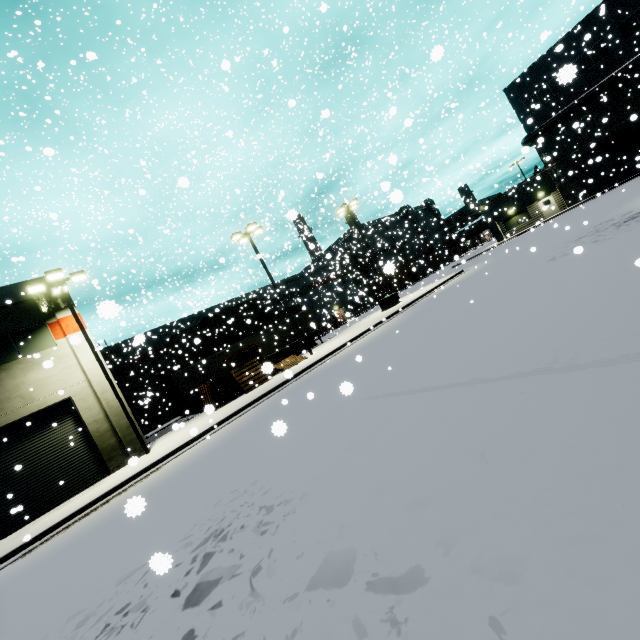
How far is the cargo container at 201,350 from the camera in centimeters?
3050cm

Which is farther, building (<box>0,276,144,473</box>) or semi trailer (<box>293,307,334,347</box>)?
semi trailer (<box>293,307,334,347</box>)

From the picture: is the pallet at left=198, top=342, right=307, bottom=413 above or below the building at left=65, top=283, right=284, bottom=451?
below

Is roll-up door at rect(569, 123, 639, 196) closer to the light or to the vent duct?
the light

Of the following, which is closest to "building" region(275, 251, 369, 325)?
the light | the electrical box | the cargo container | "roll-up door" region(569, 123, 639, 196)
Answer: "roll-up door" region(569, 123, 639, 196)

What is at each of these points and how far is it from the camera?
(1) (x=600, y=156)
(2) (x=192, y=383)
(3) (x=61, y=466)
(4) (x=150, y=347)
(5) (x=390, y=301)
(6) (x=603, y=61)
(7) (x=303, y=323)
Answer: (1) roll-up door, 32.3 meters
(2) semi trailer, 25.8 meters
(3) roll-up door, 15.8 meters
(4) building, 17.0 meters
(5) electrical box, 27.4 meters
(6) building, 29.6 meters
(7) semi trailer, 33.0 meters

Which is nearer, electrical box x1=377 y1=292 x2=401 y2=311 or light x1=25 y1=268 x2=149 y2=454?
light x1=25 y1=268 x2=149 y2=454

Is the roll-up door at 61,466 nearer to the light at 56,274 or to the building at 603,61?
A: the building at 603,61
